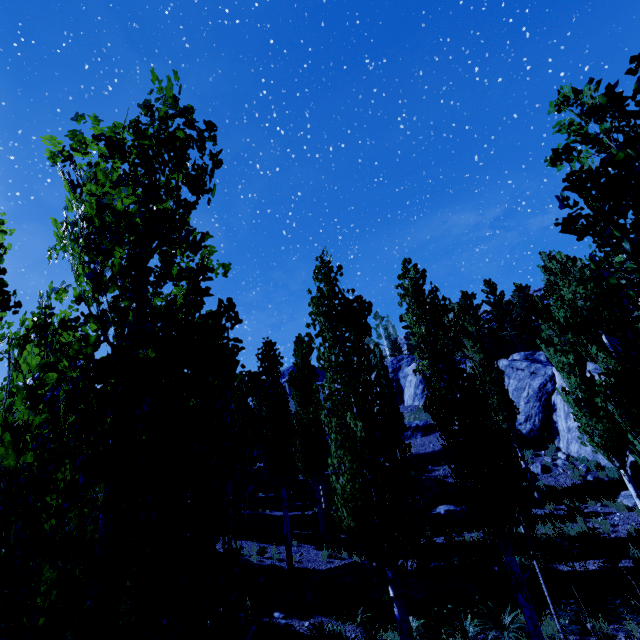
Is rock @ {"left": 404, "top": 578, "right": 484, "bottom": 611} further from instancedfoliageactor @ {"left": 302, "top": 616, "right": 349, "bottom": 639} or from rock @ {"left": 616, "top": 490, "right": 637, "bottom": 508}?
rock @ {"left": 616, "top": 490, "right": 637, "bottom": 508}

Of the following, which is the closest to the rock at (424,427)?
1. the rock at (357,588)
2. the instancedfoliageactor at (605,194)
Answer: the instancedfoliageactor at (605,194)

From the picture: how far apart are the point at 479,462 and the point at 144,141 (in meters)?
8.31

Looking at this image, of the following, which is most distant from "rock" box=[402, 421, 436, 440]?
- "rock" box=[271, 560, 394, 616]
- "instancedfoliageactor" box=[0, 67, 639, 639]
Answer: "rock" box=[271, 560, 394, 616]

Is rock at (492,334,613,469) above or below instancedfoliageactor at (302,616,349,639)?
above

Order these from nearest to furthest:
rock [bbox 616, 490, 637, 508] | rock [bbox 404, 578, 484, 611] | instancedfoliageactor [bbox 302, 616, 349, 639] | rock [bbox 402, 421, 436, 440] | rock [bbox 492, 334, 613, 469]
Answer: instancedfoliageactor [bbox 302, 616, 349, 639], rock [bbox 404, 578, 484, 611], rock [bbox 616, 490, 637, 508], rock [bbox 492, 334, 613, 469], rock [bbox 402, 421, 436, 440]
